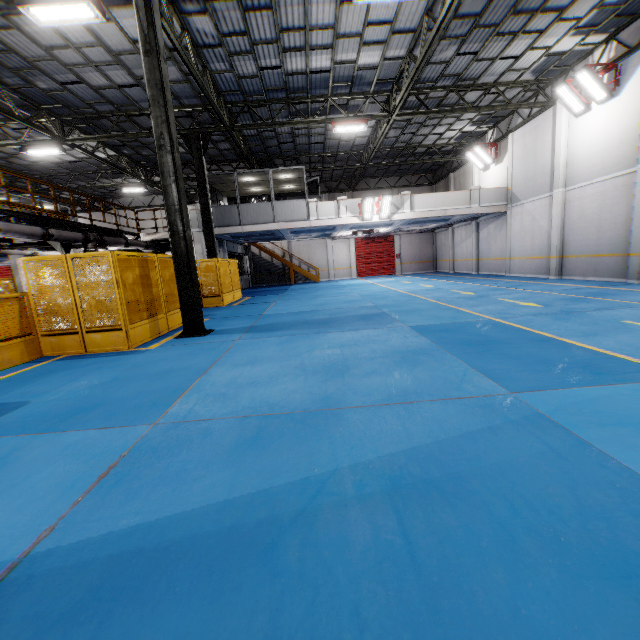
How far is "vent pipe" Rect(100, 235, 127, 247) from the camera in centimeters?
1470cm

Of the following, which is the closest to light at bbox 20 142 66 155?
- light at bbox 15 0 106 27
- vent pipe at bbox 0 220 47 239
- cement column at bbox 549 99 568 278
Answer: vent pipe at bbox 0 220 47 239

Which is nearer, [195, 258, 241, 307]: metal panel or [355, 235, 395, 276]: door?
[195, 258, 241, 307]: metal panel

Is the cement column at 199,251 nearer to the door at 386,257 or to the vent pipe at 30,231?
the vent pipe at 30,231

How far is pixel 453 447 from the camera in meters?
2.7 m

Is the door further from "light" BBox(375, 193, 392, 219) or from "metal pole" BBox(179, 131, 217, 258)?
"metal pole" BBox(179, 131, 217, 258)

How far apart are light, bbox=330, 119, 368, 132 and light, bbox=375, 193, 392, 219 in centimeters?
338cm

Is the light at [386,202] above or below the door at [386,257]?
above
